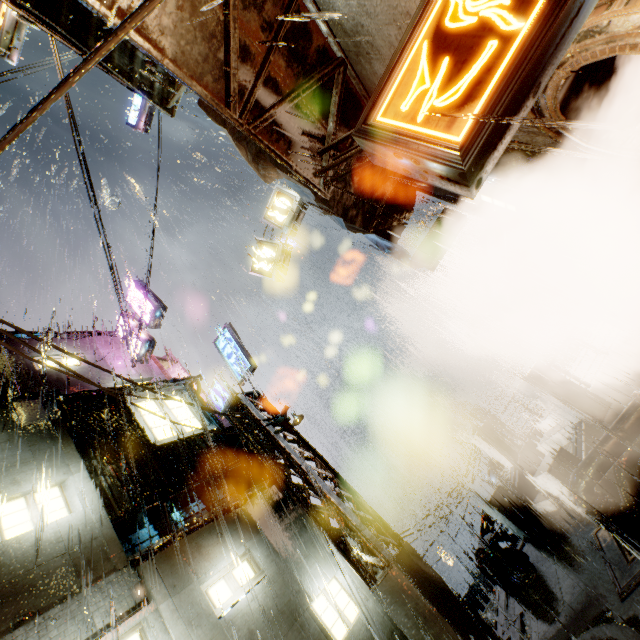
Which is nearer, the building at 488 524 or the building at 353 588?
the building at 353 588

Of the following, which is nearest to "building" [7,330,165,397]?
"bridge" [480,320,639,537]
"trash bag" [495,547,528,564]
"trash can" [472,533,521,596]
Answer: "bridge" [480,320,639,537]

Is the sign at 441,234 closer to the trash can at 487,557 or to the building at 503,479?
the building at 503,479

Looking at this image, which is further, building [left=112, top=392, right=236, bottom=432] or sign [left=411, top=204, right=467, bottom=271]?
building [left=112, top=392, right=236, bottom=432]

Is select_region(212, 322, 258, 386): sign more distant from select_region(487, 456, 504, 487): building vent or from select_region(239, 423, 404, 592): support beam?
select_region(487, 456, 504, 487): building vent

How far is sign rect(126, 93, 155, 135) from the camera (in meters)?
15.61

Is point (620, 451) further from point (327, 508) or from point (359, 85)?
point (359, 85)

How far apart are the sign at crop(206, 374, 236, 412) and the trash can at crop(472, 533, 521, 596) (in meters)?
9.27
